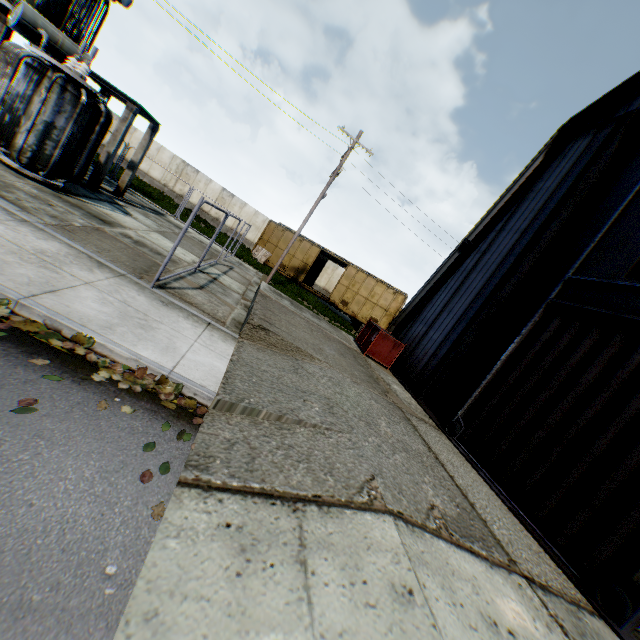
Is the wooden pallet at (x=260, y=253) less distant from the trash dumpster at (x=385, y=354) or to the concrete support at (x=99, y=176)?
the concrete support at (x=99, y=176)

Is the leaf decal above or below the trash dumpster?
below

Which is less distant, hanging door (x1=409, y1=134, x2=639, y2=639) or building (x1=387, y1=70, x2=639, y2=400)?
hanging door (x1=409, y1=134, x2=639, y2=639)

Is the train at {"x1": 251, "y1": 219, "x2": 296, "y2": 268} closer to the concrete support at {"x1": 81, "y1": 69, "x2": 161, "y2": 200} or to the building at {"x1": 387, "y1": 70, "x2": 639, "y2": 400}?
the building at {"x1": 387, "y1": 70, "x2": 639, "y2": 400}

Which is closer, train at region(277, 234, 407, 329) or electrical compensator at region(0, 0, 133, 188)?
electrical compensator at region(0, 0, 133, 188)

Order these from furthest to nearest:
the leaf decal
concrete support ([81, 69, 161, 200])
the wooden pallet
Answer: the wooden pallet → concrete support ([81, 69, 161, 200]) → the leaf decal

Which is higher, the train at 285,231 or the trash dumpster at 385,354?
the train at 285,231

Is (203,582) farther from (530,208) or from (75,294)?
(530,208)
